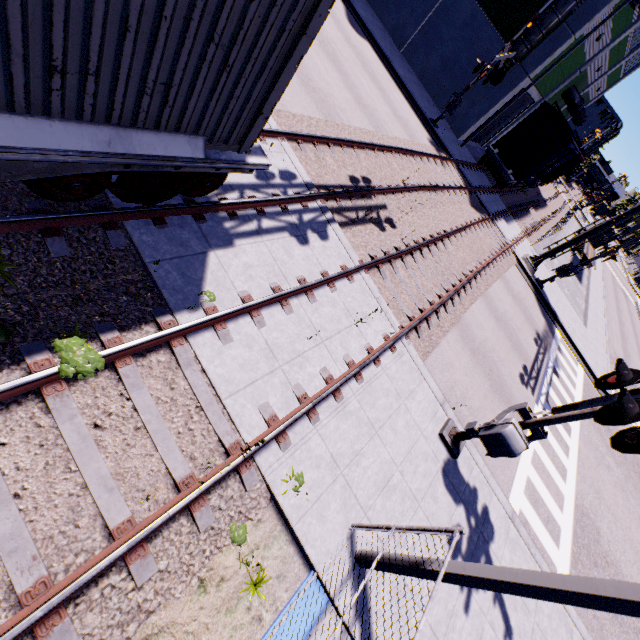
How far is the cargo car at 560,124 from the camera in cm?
1980

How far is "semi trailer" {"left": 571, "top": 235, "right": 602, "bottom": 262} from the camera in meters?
33.2

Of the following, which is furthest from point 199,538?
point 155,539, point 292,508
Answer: point 292,508

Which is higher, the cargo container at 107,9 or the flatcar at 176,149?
the cargo container at 107,9

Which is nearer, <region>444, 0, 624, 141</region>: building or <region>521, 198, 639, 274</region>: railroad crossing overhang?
<region>521, 198, 639, 274</region>: railroad crossing overhang

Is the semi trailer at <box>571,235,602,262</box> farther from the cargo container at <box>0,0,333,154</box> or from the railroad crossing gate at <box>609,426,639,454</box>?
the railroad crossing gate at <box>609,426,639,454</box>

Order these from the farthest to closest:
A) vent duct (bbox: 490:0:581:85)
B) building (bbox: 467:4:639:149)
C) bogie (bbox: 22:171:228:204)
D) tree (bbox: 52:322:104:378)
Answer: building (bbox: 467:4:639:149)
vent duct (bbox: 490:0:581:85)
bogie (bbox: 22:171:228:204)
tree (bbox: 52:322:104:378)

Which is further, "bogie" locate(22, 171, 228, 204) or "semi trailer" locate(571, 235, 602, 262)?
"semi trailer" locate(571, 235, 602, 262)
